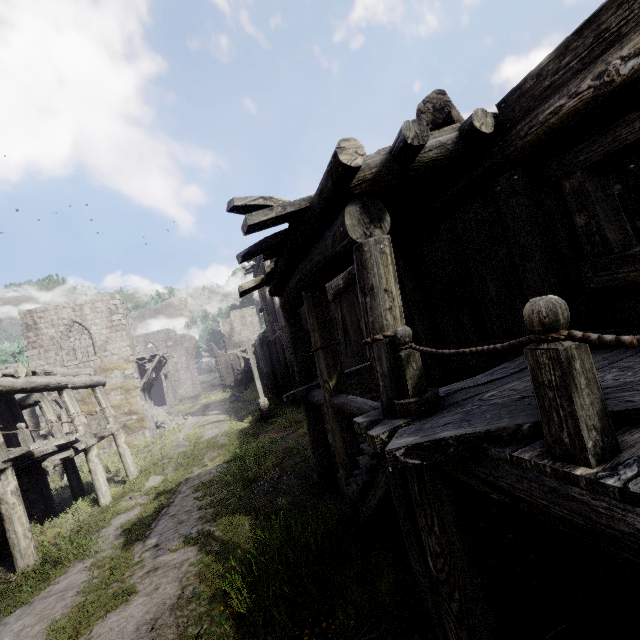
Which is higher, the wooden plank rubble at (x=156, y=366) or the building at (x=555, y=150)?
the wooden plank rubble at (x=156, y=366)

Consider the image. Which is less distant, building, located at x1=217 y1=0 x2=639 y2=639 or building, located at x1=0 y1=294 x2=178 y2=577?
building, located at x1=217 y1=0 x2=639 y2=639

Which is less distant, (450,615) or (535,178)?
(450,615)

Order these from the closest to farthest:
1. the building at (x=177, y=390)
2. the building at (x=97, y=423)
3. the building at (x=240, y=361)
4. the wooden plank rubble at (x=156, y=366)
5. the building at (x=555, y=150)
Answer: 1. the building at (x=555, y=150)
2. the building at (x=97, y=423)
3. the wooden plank rubble at (x=156, y=366)
4. the building at (x=240, y=361)
5. the building at (x=177, y=390)

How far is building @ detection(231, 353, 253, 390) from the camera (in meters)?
38.41
